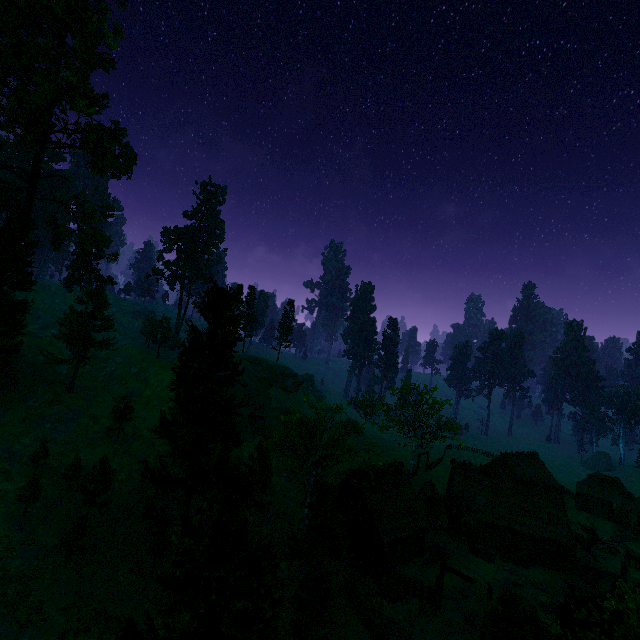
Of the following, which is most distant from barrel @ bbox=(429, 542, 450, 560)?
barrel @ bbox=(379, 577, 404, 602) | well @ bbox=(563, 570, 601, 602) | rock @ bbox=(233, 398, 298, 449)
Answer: rock @ bbox=(233, 398, 298, 449)

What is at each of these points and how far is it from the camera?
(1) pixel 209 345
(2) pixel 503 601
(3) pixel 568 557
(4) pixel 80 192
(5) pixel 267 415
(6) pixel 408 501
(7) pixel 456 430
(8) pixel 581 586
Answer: (1) treerock, 27.4m
(2) treerock, 20.6m
(3) treerock, 33.2m
(4) treerock, 44.8m
(5) rock, 58.2m
(6) building, 34.4m
(7) treerock, 45.9m
(8) well, 28.6m

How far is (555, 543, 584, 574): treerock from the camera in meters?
33.0 m

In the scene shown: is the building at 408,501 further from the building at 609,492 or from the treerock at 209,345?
the building at 609,492

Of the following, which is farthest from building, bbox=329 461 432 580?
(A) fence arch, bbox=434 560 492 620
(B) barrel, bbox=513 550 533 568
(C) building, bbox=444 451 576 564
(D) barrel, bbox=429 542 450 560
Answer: (B) barrel, bbox=513 550 533 568

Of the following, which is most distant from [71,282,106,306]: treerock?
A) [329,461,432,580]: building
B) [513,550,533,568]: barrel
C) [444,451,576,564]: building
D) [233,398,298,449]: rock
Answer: [513,550,533,568]: barrel

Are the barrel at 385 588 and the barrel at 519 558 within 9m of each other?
no

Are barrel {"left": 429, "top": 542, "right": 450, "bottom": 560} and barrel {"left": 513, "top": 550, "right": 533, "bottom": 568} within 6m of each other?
no
